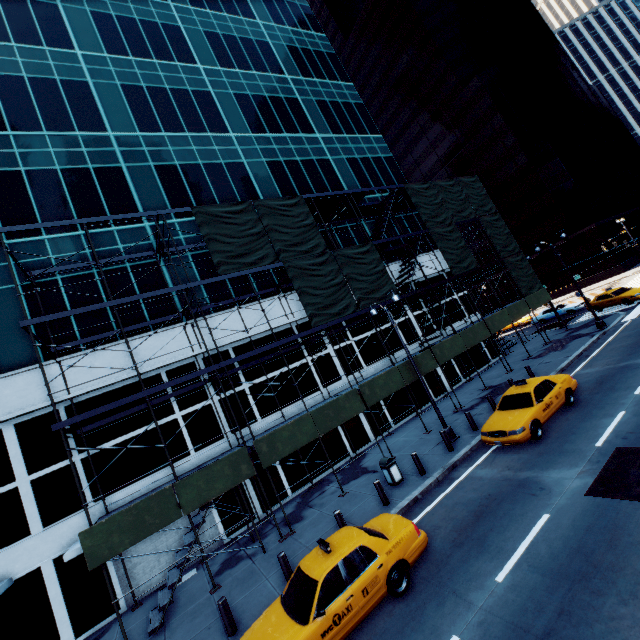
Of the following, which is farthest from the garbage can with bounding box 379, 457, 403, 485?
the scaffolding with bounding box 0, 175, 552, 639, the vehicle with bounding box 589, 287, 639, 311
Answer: the vehicle with bounding box 589, 287, 639, 311

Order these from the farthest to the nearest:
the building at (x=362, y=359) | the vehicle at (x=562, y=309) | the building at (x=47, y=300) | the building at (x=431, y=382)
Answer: the vehicle at (x=562, y=309) → the building at (x=431, y=382) → the building at (x=362, y=359) → the building at (x=47, y=300)

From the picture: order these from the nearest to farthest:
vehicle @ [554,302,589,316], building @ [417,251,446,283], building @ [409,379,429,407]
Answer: building @ [409,379,429,407]
building @ [417,251,446,283]
vehicle @ [554,302,589,316]

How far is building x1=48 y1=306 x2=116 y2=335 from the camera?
15.4m

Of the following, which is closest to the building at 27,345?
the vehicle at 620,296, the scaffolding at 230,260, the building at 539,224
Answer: the scaffolding at 230,260

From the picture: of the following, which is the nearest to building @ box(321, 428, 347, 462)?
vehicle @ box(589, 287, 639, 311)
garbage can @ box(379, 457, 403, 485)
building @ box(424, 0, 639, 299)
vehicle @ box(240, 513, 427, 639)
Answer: garbage can @ box(379, 457, 403, 485)

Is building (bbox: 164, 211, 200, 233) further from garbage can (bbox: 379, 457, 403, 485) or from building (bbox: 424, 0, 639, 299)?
building (bbox: 424, 0, 639, 299)

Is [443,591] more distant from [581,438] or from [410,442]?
[410,442]
